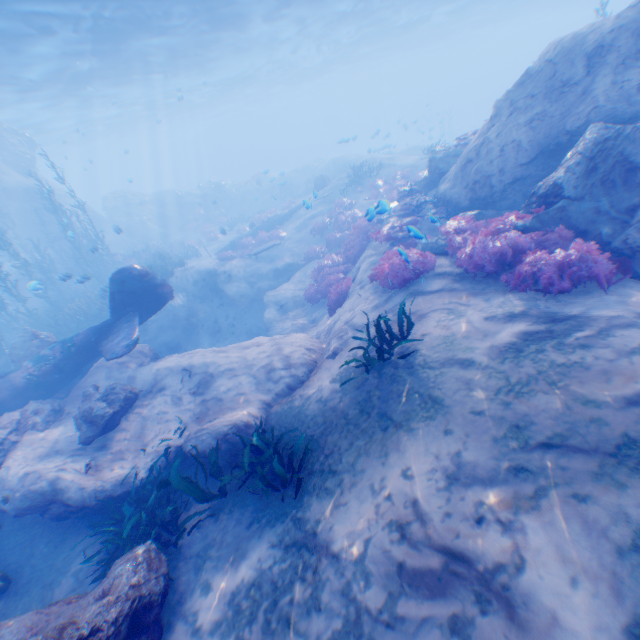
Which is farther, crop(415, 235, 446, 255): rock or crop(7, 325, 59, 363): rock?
crop(7, 325, 59, 363): rock

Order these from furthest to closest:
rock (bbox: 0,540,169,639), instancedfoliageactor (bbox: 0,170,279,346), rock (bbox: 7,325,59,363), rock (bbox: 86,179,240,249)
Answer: rock (bbox: 86,179,240,249)
instancedfoliageactor (bbox: 0,170,279,346)
rock (bbox: 7,325,59,363)
rock (bbox: 0,540,169,639)

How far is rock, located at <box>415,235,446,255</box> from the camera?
9.53m

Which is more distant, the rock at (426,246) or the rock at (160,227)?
the rock at (160,227)

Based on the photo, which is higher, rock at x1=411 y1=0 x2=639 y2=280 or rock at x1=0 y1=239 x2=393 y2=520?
rock at x1=411 y1=0 x2=639 y2=280

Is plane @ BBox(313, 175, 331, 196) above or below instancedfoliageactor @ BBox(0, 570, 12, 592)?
above

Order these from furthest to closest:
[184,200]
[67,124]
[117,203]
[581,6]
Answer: [581,6]
[67,124]
[184,200]
[117,203]

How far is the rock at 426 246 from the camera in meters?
9.5 m
